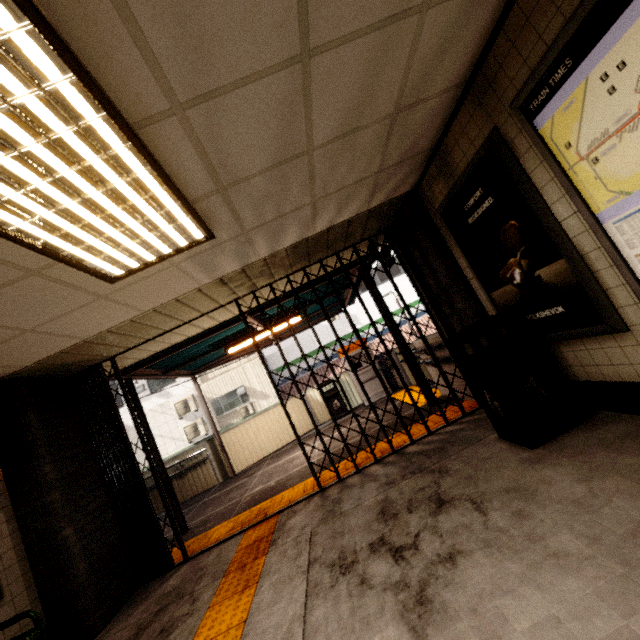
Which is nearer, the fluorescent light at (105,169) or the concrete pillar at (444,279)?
the fluorescent light at (105,169)

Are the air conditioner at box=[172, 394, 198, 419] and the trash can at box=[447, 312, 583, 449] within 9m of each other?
no

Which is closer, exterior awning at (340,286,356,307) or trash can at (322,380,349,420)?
exterior awning at (340,286,356,307)

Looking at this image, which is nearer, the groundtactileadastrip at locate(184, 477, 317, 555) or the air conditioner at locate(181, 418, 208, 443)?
the groundtactileadastrip at locate(184, 477, 317, 555)

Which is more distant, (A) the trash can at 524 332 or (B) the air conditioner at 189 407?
(B) the air conditioner at 189 407

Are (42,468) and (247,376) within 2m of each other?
no

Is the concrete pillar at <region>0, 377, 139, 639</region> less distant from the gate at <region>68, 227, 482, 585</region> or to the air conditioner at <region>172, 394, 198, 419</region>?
the gate at <region>68, 227, 482, 585</region>

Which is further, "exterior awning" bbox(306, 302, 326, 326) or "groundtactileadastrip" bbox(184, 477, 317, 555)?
"exterior awning" bbox(306, 302, 326, 326)
